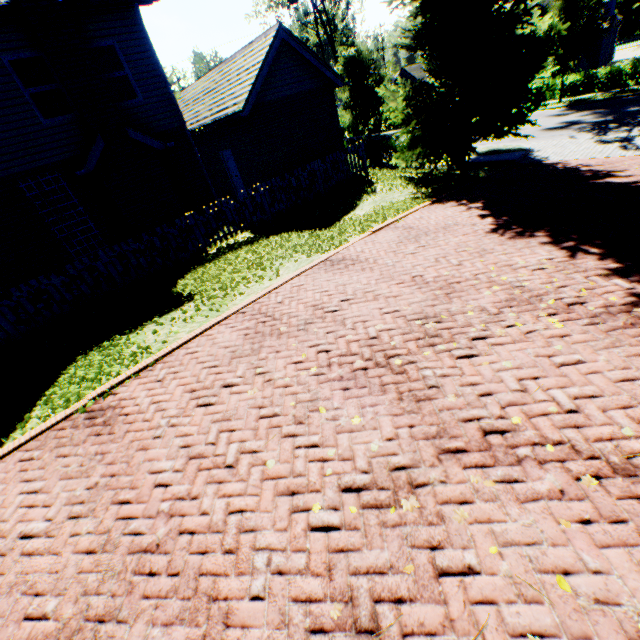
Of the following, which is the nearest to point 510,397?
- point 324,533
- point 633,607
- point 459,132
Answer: point 633,607

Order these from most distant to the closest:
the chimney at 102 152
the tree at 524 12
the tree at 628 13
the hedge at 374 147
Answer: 1. the tree at 628 13
2. the hedge at 374 147
3. the tree at 524 12
4. the chimney at 102 152

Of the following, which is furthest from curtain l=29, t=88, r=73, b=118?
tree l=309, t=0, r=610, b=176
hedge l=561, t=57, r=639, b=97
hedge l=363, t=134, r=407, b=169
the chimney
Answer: hedge l=561, t=57, r=639, b=97

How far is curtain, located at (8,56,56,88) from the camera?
9.1m

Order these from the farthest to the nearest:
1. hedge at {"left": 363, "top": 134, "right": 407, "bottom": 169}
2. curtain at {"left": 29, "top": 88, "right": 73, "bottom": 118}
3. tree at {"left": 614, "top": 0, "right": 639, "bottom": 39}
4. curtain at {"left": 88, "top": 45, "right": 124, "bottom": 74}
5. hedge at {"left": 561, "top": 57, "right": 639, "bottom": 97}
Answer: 1. tree at {"left": 614, "top": 0, "right": 639, "bottom": 39}
2. hedge at {"left": 561, "top": 57, "right": 639, "bottom": 97}
3. hedge at {"left": 363, "top": 134, "right": 407, "bottom": 169}
4. curtain at {"left": 88, "top": 45, "right": 124, "bottom": 74}
5. curtain at {"left": 29, "top": 88, "right": 73, "bottom": 118}

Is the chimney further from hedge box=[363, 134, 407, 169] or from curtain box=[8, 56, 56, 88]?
hedge box=[363, 134, 407, 169]

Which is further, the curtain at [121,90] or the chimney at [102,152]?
the curtain at [121,90]
